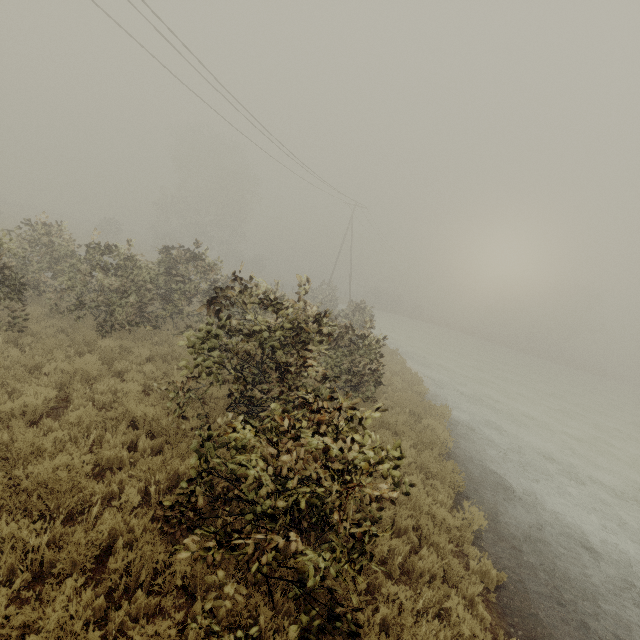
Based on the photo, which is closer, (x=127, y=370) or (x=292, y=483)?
(x=292, y=483)
